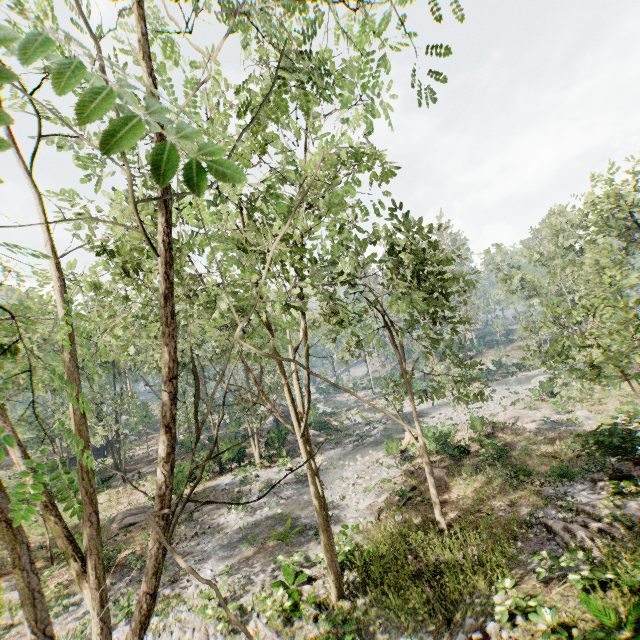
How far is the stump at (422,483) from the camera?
19.9m

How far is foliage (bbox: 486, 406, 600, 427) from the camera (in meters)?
25.70

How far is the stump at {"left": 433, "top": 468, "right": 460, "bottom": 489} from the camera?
19.5m

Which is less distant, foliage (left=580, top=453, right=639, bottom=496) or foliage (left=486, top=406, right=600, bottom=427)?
foliage (left=580, top=453, right=639, bottom=496)

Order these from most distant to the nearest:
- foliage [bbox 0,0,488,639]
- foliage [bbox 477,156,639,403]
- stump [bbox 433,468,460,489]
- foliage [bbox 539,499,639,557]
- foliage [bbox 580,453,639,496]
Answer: stump [bbox 433,468,460,489], foliage [bbox 580,453,639,496], foliage [bbox 539,499,639,557], foliage [bbox 477,156,639,403], foliage [bbox 0,0,488,639]

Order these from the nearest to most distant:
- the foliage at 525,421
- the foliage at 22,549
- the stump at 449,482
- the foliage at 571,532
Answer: the foliage at 22,549, the foliage at 571,532, the stump at 449,482, the foliage at 525,421

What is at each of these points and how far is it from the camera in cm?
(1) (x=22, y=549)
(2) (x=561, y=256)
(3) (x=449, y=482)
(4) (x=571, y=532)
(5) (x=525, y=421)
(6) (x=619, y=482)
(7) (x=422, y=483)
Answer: (1) foliage, 345
(2) foliage, 3616
(3) stump, 2005
(4) foliage, 1202
(5) foliage, 2797
(6) foliage, 1430
(7) stump, 2064

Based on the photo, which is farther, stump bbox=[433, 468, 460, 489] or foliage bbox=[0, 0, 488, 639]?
stump bbox=[433, 468, 460, 489]
